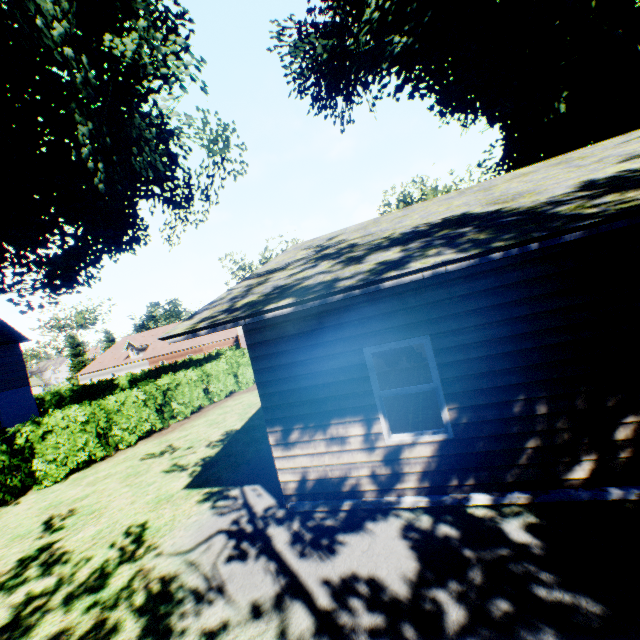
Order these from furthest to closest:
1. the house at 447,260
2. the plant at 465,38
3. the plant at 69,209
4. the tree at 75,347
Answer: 1. the tree at 75,347
2. the plant at 465,38
3. the plant at 69,209
4. the house at 447,260

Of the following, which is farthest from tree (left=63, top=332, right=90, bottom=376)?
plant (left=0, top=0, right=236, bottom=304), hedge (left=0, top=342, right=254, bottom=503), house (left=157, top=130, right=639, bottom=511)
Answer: house (left=157, top=130, right=639, bottom=511)

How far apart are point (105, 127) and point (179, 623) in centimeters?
1324cm

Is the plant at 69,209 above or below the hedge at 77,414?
above

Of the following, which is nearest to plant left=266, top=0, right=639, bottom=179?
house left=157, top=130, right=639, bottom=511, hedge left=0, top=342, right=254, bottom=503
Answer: house left=157, top=130, right=639, bottom=511

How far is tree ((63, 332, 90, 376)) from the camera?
53.51m

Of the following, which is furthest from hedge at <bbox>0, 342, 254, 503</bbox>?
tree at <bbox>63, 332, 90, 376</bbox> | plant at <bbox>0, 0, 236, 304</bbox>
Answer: plant at <bbox>0, 0, 236, 304</bbox>
